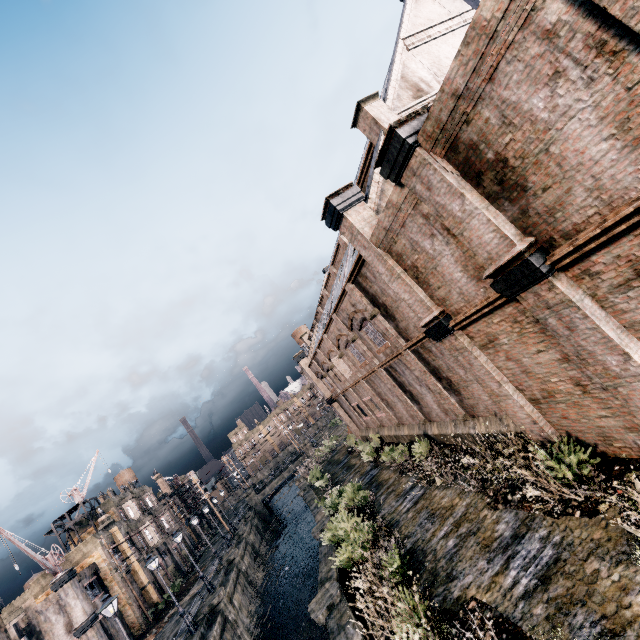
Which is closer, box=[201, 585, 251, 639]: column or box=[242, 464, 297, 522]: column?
box=[201, 585, 251, 639]: column

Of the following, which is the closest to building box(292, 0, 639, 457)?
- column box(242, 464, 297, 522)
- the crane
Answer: column box(242, 464, 297, 522)

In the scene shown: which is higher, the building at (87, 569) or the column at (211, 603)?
the building at (87, 569)

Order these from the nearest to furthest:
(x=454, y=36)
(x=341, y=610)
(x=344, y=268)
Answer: (x=341, y=610), (x=454, y=36), (x=344, y=268)

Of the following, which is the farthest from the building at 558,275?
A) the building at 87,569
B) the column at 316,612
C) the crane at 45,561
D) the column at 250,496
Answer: the crane at 45,561

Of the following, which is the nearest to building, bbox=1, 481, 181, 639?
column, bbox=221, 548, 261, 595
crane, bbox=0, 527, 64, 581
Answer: crane, bbox=0, 527, 64, 581

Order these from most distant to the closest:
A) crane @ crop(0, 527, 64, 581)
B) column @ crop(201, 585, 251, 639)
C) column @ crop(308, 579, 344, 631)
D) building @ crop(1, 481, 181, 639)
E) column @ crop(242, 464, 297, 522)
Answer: column @ crop(242, 464, 297, 522) < building @ crop(1, 481, 181, 639) < crane @ crop(0, 527, 64, 581) < column @ crop(201, 585, 251, 639) < column @ crop(308, 579, 344, 631)

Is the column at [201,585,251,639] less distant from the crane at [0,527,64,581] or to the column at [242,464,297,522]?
the crane at [0,527,64,581]
